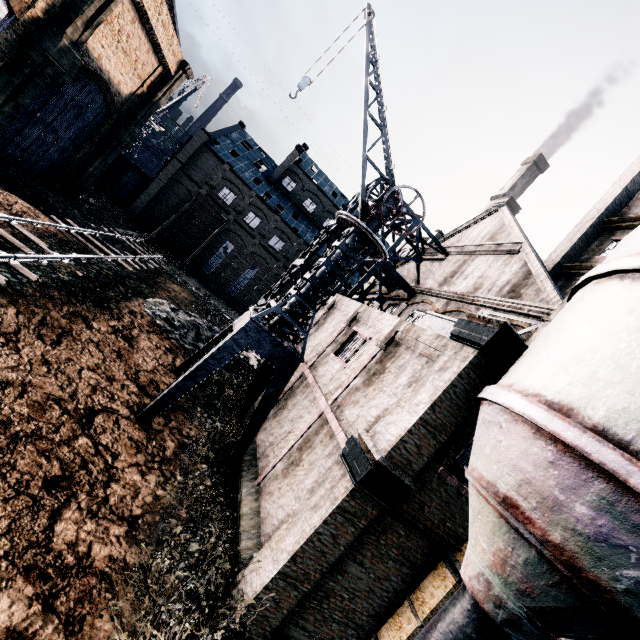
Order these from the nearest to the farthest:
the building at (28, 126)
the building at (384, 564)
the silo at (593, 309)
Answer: the silo at (593, 309), the building at (384, 564), the building at (28, 126)

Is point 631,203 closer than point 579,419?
No

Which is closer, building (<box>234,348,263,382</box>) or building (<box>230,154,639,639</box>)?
building (<box>230,154,639,639</box>)

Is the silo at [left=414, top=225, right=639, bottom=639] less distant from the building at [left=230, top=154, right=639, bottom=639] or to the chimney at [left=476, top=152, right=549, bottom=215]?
the building at [left=230, top=154, right=639, bottom=639]

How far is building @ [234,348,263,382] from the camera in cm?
2134

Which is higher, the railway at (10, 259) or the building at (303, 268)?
the building at (303, 268)

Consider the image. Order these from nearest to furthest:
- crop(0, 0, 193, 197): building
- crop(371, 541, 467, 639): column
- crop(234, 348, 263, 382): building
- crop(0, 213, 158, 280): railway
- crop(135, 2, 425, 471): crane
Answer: crop(371, 541, 467, 639): column
crop(135, 2, 425, 471): crane
crop(0, 213, 158, 280): railway
crop(0, 0, 193, 197): building
crop(234, 348, 263, 382): building

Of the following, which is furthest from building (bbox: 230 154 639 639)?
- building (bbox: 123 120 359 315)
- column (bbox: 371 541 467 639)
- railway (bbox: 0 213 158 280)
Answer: building (bbox: 123 120 359 315)
